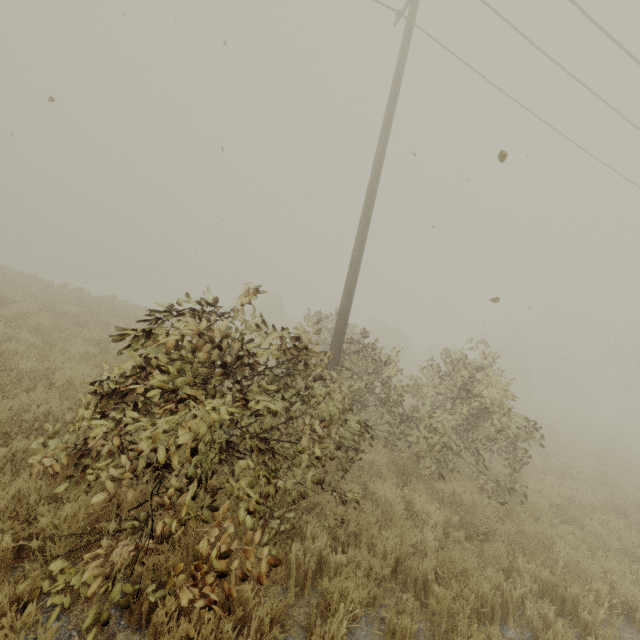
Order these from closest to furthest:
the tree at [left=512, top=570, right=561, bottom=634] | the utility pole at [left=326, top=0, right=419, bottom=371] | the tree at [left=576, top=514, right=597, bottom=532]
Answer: the tree at [left=512, top=570, right=561, bottom=634]
the tree at [left=576, top=514, right=597, bottom=532]
the utility pole at [left=326, top=0, right=419, bottom=371]

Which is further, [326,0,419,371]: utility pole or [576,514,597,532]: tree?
[326,0,419,371]: utility pole

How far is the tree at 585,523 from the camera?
5.95m

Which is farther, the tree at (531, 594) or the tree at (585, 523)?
the tree at (585, 523)

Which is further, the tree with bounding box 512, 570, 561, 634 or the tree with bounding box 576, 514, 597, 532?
the tree with bounding box 576, 514, 597, 532

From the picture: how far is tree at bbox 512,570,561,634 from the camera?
3.7m

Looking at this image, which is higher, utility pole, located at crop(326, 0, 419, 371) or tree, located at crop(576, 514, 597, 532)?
utility pole, located at crop(326, 0, 419, 371)

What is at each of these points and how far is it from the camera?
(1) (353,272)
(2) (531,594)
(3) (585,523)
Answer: (1) utility pole, 7.08m
(2) tree, 4.22m
(3) tree, 6.47m
